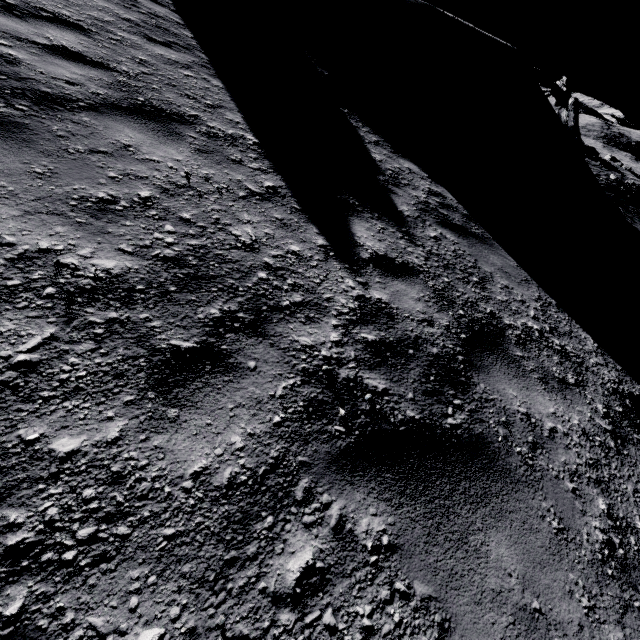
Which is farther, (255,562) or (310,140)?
(310,140)
